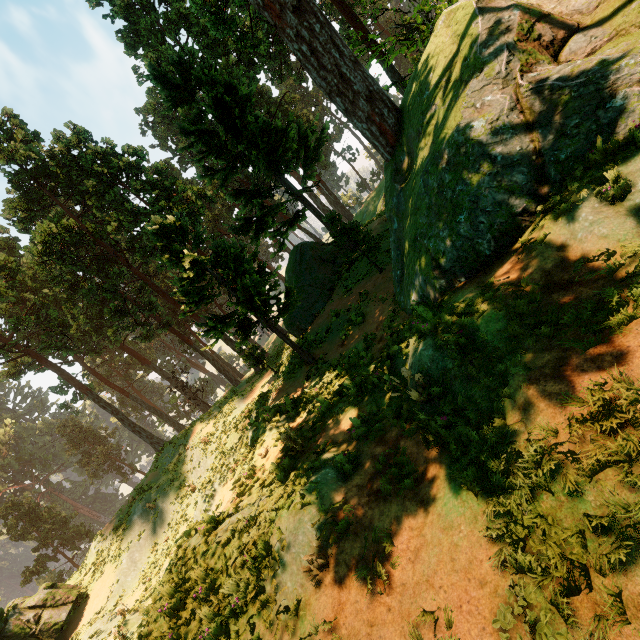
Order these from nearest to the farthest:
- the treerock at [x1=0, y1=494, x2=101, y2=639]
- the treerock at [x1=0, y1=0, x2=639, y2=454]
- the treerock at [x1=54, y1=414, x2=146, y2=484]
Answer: the treerock at [x1=0, y1=0, x2=639, y2=454] → the treerock at [x1=0, y1=494, x2=101, y2=639] → the treerock at [x1=54, y1=414, x2=146, y2=484]

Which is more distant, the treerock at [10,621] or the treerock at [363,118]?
the treerock at [10,621]

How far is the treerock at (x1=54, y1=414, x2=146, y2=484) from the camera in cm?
5562

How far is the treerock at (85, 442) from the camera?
55.6 meters

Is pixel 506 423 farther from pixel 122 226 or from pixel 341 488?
pixel 122 226

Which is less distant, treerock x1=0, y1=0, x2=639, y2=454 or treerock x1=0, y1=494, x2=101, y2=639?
treerock x1=0, y1=0, x2=639, y2=454
